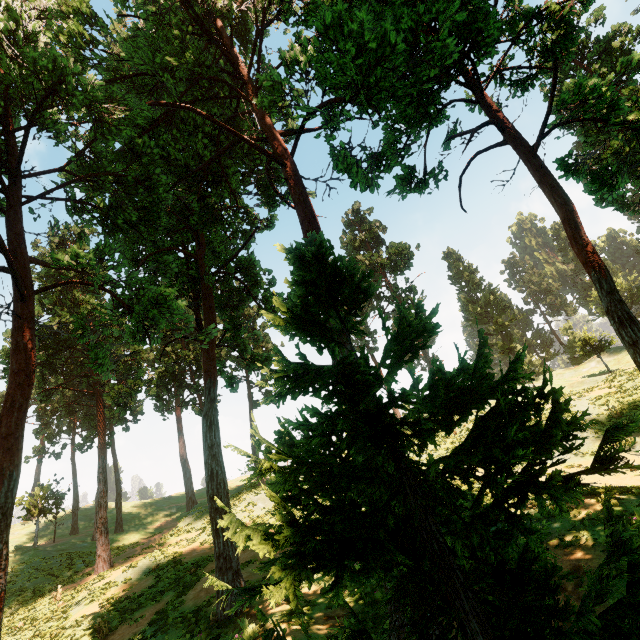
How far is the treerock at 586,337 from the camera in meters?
34.2

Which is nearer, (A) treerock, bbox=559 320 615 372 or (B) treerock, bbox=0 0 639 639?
(B) treerock, bbox=0 0 639 639

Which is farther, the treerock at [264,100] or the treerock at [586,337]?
the treerock at [586,337]

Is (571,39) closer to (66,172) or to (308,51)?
(308,51)

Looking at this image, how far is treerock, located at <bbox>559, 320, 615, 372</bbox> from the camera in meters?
34.2 m
